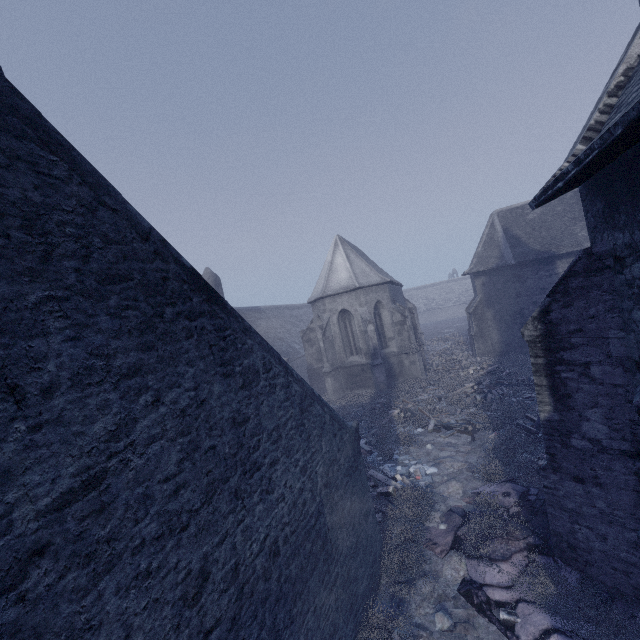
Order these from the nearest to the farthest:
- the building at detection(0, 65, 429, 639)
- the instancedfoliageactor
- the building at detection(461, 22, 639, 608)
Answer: the building at detection(0, 65, 429, 639), the building at detection(461, 22, 639, 608), the instancedfoliageactor

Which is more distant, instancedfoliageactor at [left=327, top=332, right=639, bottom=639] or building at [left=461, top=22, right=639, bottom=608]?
instancedfoliageactor at [left=327, top=332, right=639, bottom=639]

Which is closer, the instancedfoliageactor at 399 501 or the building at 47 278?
the building at 47 278

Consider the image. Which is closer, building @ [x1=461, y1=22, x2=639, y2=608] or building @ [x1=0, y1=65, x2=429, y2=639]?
building @ [x1=0, y1=65, x2=429, y2=639]

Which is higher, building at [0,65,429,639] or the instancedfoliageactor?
building at [0,65,429,639]

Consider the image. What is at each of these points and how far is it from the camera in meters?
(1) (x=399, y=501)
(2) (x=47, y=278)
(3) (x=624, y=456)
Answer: (1) instancedfoliageactor, 9.4 m
(2) building, 2.5 m
(3) building, 5.1 m
